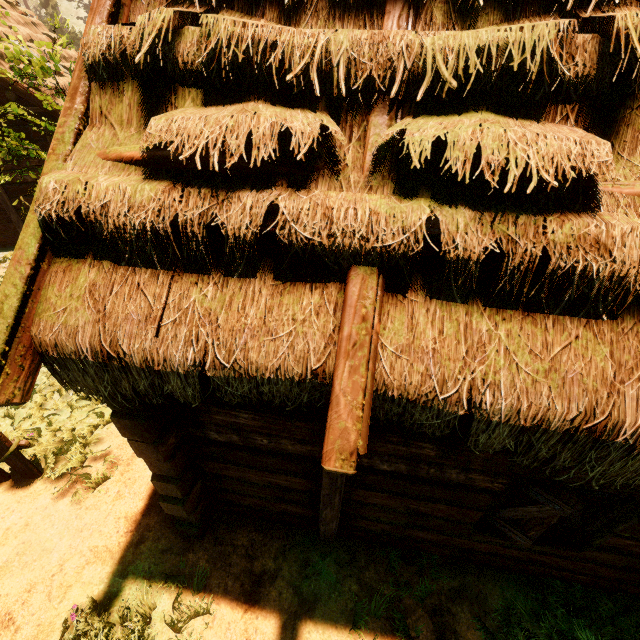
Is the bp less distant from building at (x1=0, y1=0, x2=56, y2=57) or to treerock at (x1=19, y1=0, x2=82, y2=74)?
building at (x1=0, y1=0, x2=56, y2=57)

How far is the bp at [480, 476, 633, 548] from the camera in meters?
2.7

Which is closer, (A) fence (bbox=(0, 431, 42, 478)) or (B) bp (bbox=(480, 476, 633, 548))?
(B) bp (bbox=(480, 476, 633, 548))

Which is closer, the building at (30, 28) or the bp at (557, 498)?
the bp at (557, 498)

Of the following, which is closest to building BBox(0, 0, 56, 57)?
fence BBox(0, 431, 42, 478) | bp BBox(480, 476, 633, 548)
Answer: bp BBox(480, 476, 633, 548)

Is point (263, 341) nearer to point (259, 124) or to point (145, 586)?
point (259, 124)

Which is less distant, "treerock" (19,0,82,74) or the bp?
the bp

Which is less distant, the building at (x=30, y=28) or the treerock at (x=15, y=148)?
the treerock at (x=15, y=148)
